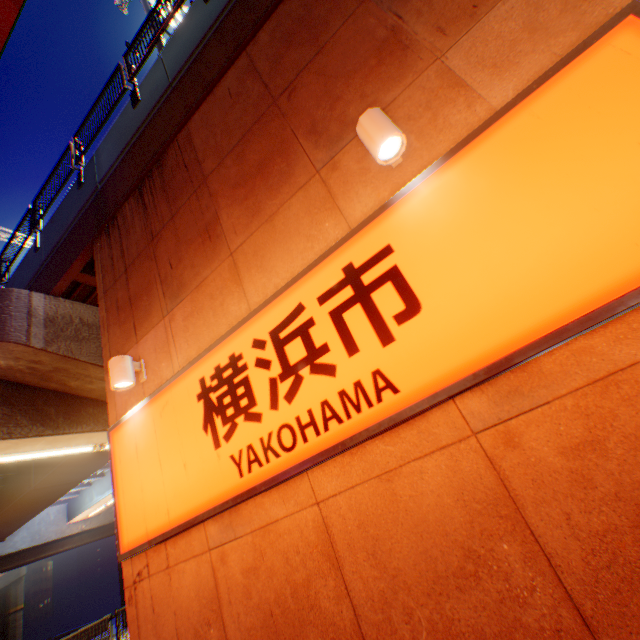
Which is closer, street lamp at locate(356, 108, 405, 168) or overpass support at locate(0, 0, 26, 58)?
street lamp at locate(356, 108, 405, 168)

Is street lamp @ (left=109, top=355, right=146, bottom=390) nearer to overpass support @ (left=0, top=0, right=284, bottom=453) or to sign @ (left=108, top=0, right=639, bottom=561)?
sign @ (left=108, top=0, right=639, bottom=561)

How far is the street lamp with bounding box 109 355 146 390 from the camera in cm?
430

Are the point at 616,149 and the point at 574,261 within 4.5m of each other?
yes

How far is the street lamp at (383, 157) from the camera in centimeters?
267cm

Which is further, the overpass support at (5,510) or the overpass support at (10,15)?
the overpass support at (5,510)

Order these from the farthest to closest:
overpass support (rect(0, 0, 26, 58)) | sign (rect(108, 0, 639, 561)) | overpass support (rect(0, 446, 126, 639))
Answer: overpass support (rect(0, 446, 126, 639)), overpass support (rect(0, 0, 26, 58)), sign (rect(108, 0, 639, 561))
